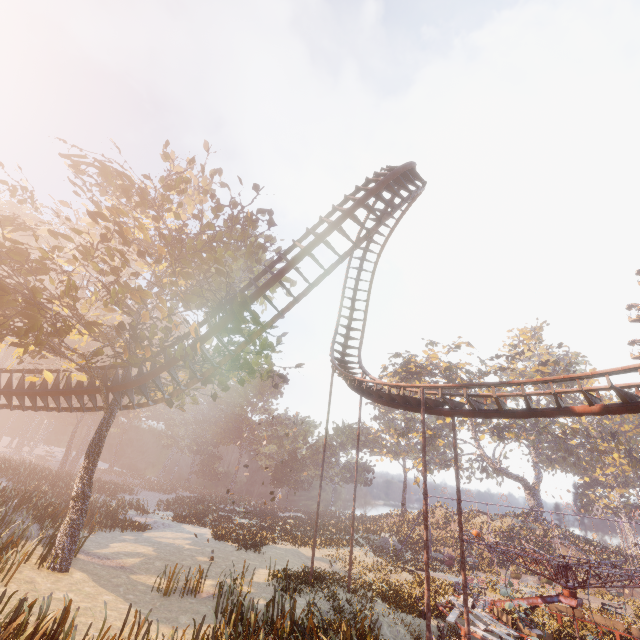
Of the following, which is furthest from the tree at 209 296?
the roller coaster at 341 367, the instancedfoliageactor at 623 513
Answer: the instancedfoliageactor at 623 513

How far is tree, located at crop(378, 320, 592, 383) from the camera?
42.8m

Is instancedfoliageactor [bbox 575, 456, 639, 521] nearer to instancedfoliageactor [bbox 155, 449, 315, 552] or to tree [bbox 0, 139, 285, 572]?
instancedfoliageactor [bbox 155, 449, 315, 552]

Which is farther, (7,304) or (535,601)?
(535,601)

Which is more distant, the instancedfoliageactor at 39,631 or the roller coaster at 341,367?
the roller coaster at 341,367

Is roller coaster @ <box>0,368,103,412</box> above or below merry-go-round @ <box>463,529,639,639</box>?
above

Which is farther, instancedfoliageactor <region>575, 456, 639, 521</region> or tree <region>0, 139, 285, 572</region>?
instancedfoliageactor <region>575, 456, 639, 521</region>

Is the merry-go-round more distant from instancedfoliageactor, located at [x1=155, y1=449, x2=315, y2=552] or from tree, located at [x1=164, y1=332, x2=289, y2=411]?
tree, located at [x1=164, y1=332, x2=289, y2=411]
